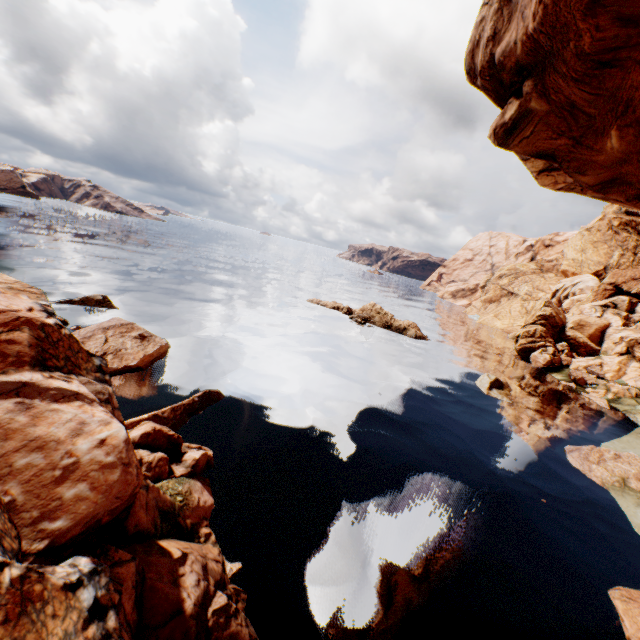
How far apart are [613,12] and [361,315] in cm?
3257

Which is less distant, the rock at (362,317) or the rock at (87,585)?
the rock at (87,585)

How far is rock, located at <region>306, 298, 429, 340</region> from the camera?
40.1m

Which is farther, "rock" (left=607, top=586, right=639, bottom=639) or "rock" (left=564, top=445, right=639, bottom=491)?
"rock" (left=564, top=445, right=639, bottom=491)
